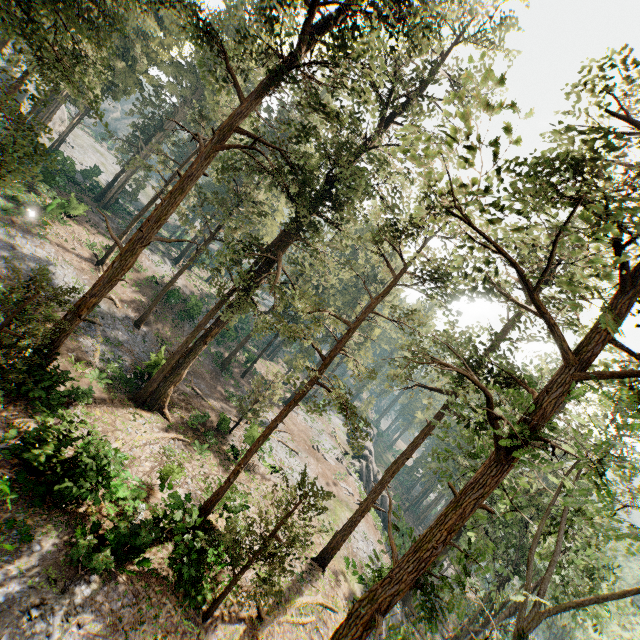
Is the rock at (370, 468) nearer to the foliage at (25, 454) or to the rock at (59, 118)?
the foliage at (25, 454)

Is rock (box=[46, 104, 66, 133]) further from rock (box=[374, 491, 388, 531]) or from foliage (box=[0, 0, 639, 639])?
rock (box=[374, 491, 388, 531])

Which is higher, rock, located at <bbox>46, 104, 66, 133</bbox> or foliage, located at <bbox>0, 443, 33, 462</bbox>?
rock, located at <bbox>46, 104, 66, 133</bbox>

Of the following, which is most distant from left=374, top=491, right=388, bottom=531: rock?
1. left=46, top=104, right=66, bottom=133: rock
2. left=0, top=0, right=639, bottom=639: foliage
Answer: left=46, top=104, right=66, bottom=133: rock

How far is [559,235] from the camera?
7.34m

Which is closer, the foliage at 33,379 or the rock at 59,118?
the foliage at 33,379

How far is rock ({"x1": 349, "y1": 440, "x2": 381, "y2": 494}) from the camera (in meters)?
44.69
